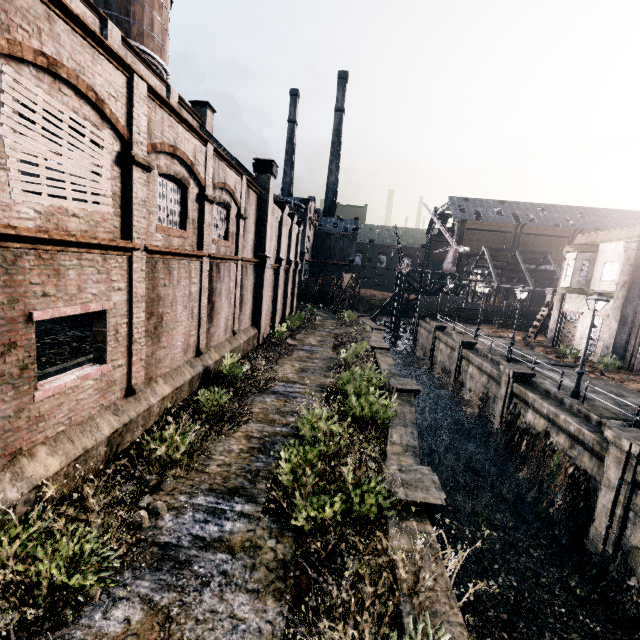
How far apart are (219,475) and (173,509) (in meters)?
1.54

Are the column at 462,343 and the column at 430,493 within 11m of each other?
no

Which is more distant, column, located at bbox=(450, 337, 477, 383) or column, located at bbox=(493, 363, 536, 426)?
column, located at bbox=(450, 337, 477, 383)

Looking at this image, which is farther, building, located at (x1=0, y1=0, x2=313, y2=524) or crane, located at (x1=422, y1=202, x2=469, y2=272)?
crane, located at (x1=422, y1=202, x2=469, y2=272)

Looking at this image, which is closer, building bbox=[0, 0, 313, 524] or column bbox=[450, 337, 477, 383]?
building bbox=[0, 0, 313, 524]

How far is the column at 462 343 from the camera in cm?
2896

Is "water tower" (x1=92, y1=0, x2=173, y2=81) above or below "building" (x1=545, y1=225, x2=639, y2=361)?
above

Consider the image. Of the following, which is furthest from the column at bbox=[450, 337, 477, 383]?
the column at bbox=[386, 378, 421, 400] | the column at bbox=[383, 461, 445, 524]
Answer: the column at bbox=[383, 461, 445, 524]
